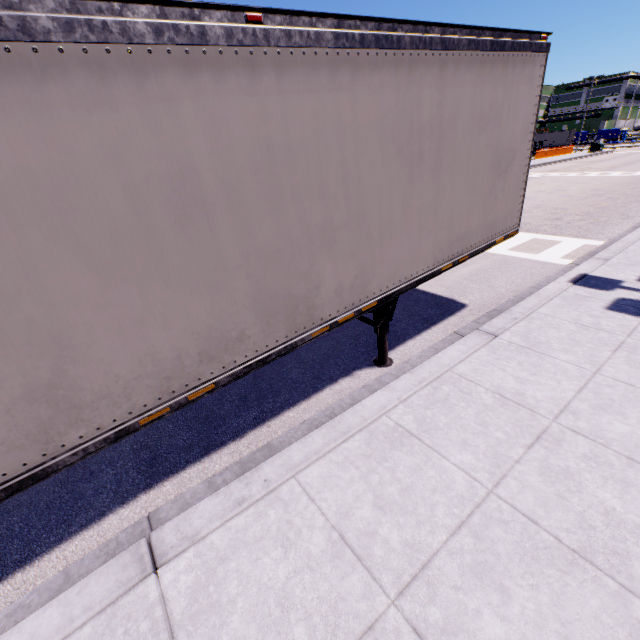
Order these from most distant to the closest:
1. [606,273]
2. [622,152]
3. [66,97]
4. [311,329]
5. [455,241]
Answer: [622,152]
[606,273]
[455,241]
[311,329]
[66,97]
